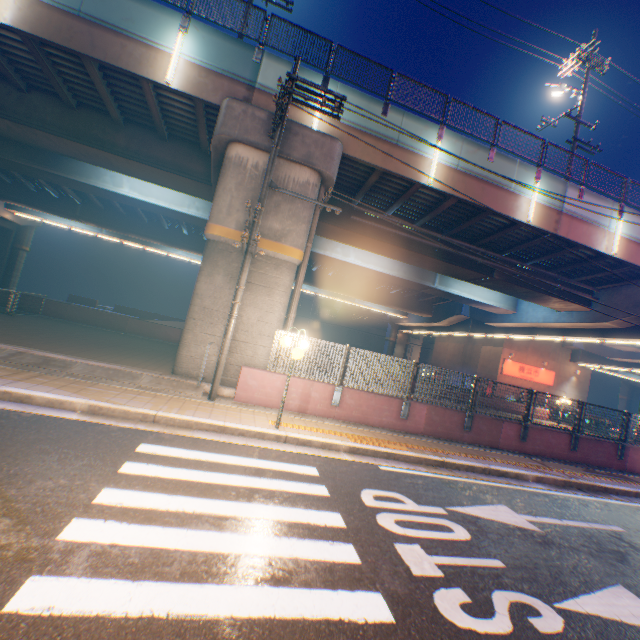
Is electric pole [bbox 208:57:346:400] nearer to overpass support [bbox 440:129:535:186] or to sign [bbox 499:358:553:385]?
overpass support [bbox 440:129:535:186]

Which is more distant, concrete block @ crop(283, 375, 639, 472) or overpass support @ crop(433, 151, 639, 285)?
overpass support @ crop(433, 151, 639, 285)

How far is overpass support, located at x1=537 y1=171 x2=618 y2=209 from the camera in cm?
1430

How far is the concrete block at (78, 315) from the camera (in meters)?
17.23

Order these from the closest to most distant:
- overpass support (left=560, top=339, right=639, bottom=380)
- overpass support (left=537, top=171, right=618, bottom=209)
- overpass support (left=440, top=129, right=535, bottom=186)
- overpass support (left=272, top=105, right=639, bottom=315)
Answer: overpass support (left=272, top=105, right=639, bottom=315)
overpass support (left=440, top=129, right=535, bottom=186)
overpass support (left=537, top=171, right=618, bottom=209)
overpass support (left=560, top=339, right=639, bottom=380)

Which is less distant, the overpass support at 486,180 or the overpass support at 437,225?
the overpass support at 437,225

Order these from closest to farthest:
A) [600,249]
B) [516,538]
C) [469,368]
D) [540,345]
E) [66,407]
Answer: [516,538]
[66,407]
[600,249]
[540,345]
[469,368]

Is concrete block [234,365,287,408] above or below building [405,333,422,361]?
below
